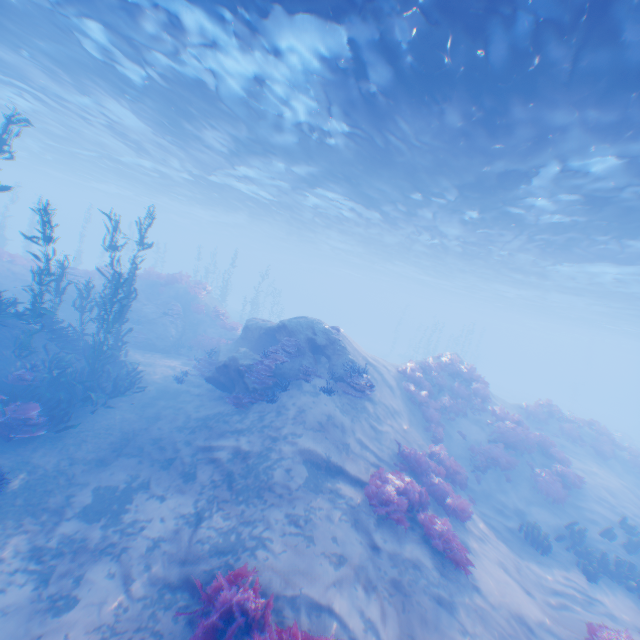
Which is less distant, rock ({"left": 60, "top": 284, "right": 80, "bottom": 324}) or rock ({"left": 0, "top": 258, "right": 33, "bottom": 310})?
rock ({"left": 0, "top": 258, "right": 33, "bottom": 310})

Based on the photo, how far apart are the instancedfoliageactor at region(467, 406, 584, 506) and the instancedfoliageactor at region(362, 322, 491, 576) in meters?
0.4

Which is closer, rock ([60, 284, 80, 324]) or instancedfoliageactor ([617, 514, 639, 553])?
instancedfoliageactor ([617, 514, 639, 553])

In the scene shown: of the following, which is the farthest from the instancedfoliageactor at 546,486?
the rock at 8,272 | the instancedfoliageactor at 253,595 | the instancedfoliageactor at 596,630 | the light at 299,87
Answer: the rock at 8,272

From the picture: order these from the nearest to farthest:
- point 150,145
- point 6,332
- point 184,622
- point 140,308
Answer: point 184,622
point 6,332
point 140,308
point 150,145

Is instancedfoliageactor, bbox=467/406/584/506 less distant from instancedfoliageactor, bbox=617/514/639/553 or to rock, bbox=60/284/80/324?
instancedfoliageactor, bbox=617/514/639/553

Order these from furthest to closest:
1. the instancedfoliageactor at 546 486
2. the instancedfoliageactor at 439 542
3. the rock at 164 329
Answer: the rock at 164 329, the instancedfoliageactor at 546 486, the instancedfoliageactor at 439 542

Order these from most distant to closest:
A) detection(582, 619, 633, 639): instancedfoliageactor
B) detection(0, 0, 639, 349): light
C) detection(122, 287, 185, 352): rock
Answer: detection(122, 287, 185, 352): rock → detection(0, 0, 639, 349): light → detection(582, 619, 633, 639): instancedfoliageactor
